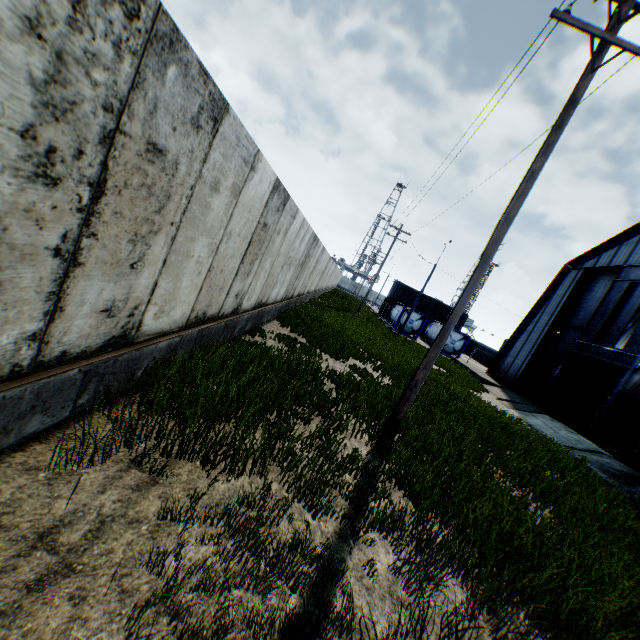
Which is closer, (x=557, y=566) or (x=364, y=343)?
(x=557, y=566)

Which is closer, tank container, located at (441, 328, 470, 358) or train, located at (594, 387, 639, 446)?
train, located at (594, 387, 639, 446)

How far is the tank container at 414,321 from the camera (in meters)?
35.75

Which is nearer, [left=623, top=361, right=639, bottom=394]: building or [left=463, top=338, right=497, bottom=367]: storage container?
[left=623, top=361, right=639, bottom=394]: building

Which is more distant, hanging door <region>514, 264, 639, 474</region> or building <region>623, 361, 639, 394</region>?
building <region>623, 361, 639, 394</region>

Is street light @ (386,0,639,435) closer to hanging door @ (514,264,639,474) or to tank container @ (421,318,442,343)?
hanging door @ (514,264,639,474)

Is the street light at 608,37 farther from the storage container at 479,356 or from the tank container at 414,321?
→ the storage container at 479,356

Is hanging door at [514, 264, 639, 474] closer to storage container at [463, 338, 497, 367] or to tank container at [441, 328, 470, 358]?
tank container at [441, 328, 470, 358]
